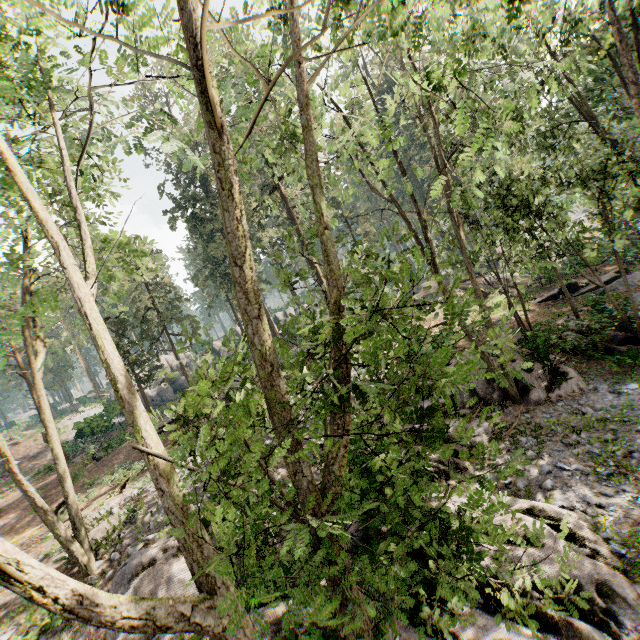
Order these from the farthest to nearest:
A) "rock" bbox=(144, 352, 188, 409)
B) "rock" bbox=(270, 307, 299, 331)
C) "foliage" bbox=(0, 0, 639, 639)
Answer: "rock" bbox=(270, 307, 299, 331)
"rock" bbox=(144, 352, 188, 409)
"foliage" bbox=(0, 0, 639, 639)

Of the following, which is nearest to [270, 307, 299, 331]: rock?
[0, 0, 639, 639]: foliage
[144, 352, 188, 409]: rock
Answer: [144, 352, 188, 409]: rock

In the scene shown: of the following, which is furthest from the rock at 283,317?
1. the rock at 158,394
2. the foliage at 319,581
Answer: the foliage at 319,581

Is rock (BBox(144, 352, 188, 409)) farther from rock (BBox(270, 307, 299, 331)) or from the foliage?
the foliage

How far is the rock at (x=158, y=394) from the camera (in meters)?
38.91

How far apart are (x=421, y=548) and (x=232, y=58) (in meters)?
33.77

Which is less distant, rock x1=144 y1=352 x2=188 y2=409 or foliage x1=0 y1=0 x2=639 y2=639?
foliage x1=0 y1=0 x2=639 y2=639
